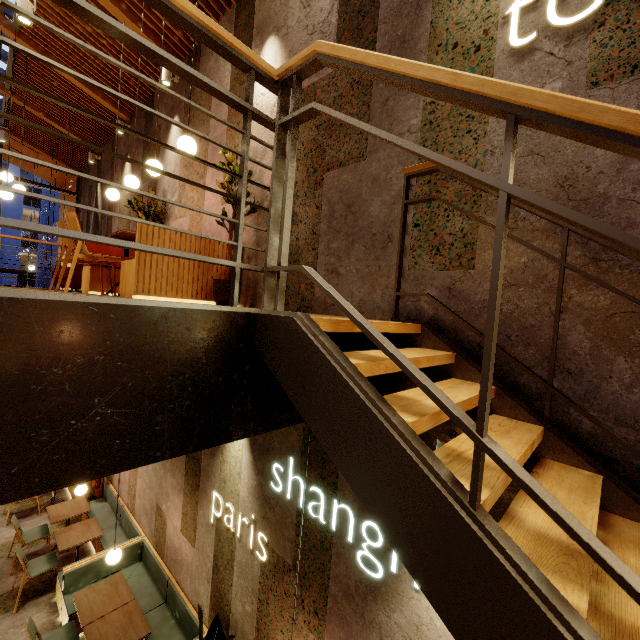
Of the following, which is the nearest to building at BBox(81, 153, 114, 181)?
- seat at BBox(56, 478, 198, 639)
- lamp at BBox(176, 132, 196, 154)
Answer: seat at BBox(56, 478, 198, 639)

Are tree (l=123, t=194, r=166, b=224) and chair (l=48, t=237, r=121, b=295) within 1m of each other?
no

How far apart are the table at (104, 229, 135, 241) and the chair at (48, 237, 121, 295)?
0.2m

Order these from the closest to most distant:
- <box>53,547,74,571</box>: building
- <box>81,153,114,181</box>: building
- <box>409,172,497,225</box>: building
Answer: <box>409,172,497,225</box>: building
<box>53,547,74,571</box>: building
<box>81,153,114,181</box>: building

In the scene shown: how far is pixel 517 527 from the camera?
1.1 meters

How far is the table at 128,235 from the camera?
3.6 meters

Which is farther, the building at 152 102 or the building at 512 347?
the building at 152 102
